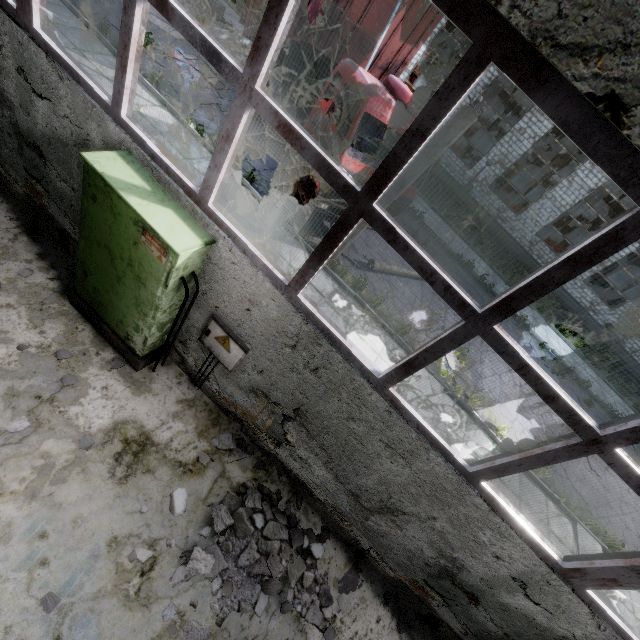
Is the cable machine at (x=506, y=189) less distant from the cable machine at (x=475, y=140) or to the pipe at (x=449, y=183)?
the pipe at (x=449, y=183)

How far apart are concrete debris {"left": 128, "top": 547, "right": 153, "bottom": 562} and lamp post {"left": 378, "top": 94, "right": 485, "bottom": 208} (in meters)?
7.30

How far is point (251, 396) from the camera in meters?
4.4

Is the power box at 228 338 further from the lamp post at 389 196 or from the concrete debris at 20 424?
the lamp post at 389 196

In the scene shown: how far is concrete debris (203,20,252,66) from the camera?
13.1 meters

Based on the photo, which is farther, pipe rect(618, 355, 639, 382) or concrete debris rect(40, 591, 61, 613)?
pipe rect(618, 355, 639, 382)

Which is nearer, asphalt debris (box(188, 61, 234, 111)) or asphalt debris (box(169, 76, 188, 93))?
asphalt debris (box(169, 76, 188, 93))

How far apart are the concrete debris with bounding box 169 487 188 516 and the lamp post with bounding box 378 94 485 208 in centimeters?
661cm
